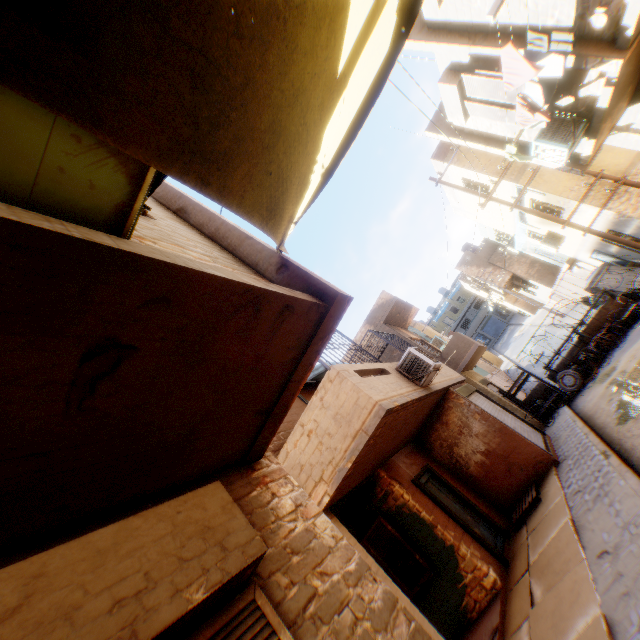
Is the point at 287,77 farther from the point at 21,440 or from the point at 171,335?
the point at 21,440

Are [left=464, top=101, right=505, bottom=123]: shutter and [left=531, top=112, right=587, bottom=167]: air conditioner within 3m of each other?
yes

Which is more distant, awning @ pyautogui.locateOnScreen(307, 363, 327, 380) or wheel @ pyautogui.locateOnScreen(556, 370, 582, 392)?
wheel @ pyautogui.locateOnScreen(556, 370, 582, 392)

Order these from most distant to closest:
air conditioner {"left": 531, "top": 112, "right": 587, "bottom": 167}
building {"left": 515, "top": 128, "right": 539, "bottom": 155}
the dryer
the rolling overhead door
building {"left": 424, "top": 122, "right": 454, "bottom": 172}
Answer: building {"left": 424, "top": 122, "right": 454, "bottom": 172}, the rolling overhead door, building {"left": 515, "top": 128, "right": 539, "bottom": 155}, air conditioner {"left": 531, "top": 112, "right": 587, "bottom": 167}, the dryer

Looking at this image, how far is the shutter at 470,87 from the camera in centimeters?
766cm

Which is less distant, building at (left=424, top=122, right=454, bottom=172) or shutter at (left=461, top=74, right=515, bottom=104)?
shutter at (left=461, top=74, right=515, bottom=104)

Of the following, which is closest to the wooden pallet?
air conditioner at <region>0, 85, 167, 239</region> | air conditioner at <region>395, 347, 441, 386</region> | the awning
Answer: air conditioner at <region>395, 347, 441, 386</region>

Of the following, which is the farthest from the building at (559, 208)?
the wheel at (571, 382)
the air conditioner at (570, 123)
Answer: the wheel at (571, 382)
